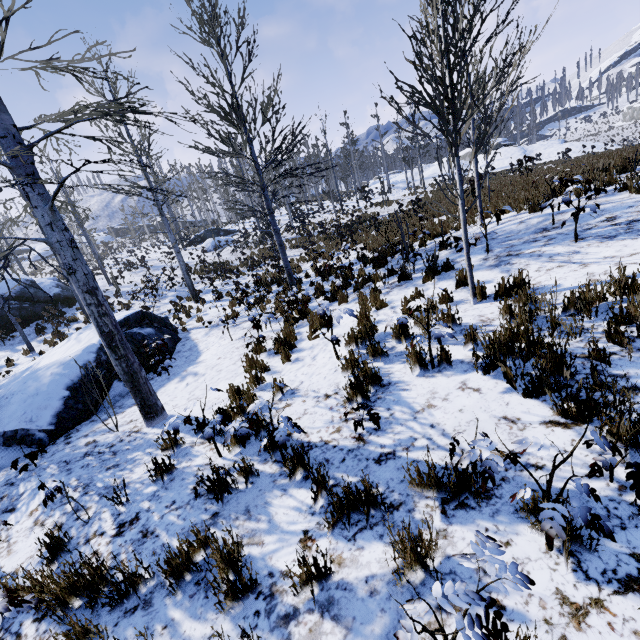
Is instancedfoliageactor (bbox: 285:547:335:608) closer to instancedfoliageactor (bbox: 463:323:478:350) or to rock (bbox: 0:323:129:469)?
instancedfoliageactor (bbox: 463:323:478:350)

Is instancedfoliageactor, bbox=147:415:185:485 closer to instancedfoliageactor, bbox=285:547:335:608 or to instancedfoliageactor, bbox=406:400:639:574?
instancedfoliageactor, bbox=285:547:335:608

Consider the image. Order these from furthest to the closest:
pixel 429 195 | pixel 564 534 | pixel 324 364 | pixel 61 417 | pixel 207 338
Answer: pixel 429 195 → pixel 207 338 → pixel 61 417 → pixel 324 364 → pixel 564 534

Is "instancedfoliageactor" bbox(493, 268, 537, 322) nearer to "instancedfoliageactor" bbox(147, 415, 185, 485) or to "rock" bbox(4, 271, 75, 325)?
"instancedfoliageactor" bbox(147, 415, 185, 485)

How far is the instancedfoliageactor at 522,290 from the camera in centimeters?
407cm

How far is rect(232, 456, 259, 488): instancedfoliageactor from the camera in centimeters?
334cm

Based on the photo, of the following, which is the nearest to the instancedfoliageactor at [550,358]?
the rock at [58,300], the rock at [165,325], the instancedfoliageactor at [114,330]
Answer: the rock at [165,325]
